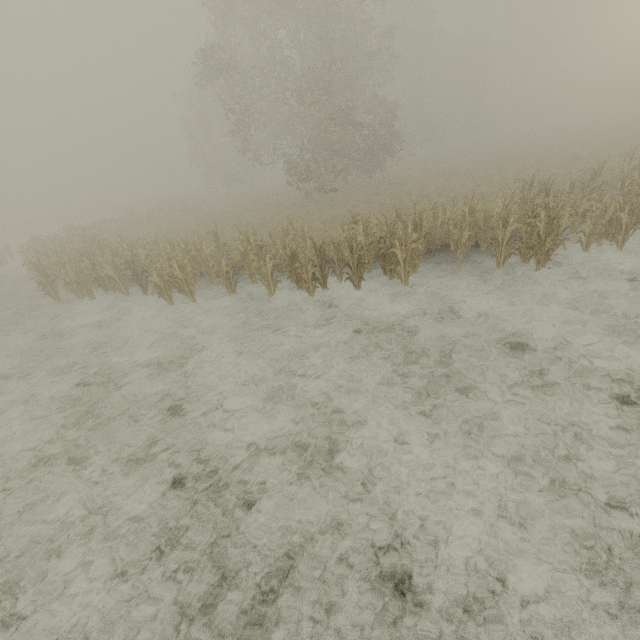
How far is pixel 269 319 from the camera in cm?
977
